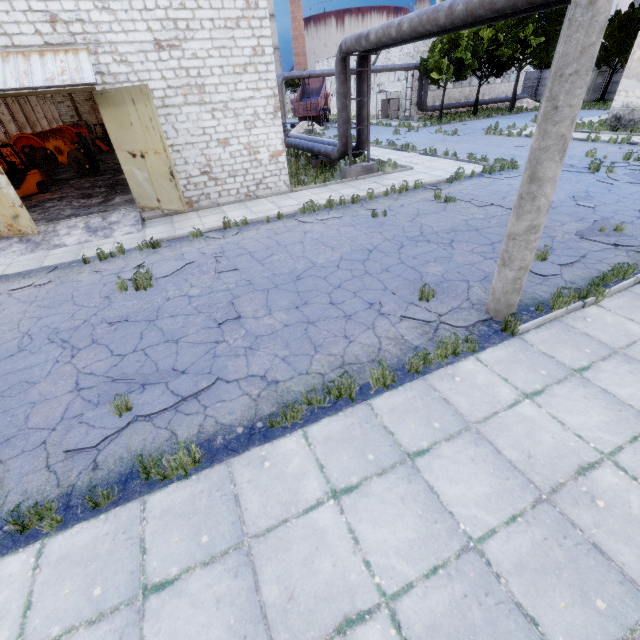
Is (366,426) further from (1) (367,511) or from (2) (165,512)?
(2) (165,512)

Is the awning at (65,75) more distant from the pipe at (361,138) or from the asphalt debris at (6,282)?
the pipe at (361,138)

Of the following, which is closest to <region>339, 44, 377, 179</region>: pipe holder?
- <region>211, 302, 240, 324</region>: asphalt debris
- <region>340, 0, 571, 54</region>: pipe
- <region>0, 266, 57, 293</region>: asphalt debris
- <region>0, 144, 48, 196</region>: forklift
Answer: <region>340, 0, 571, 54</region>: pipe

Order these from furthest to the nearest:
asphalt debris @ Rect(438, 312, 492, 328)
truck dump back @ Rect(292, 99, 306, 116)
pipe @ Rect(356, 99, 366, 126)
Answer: truck dump back @ Rect(292, 99, 306, 116) < pipe @ Rect(356, 99, 366, 126) < asphalt debris @ Rect(438, 312, 492, 328)

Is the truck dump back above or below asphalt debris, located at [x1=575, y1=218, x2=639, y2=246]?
above

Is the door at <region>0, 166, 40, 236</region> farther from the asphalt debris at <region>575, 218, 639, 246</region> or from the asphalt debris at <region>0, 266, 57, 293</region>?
the asphalt debris at <region>575, 218, 639, 246</region>

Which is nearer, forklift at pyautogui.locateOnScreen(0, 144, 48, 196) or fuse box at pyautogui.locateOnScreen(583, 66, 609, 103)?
forklift at pyautogui.locateOnScreen(0, 144, 48, 196)

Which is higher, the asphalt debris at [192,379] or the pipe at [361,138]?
the pipe at [361,138]
